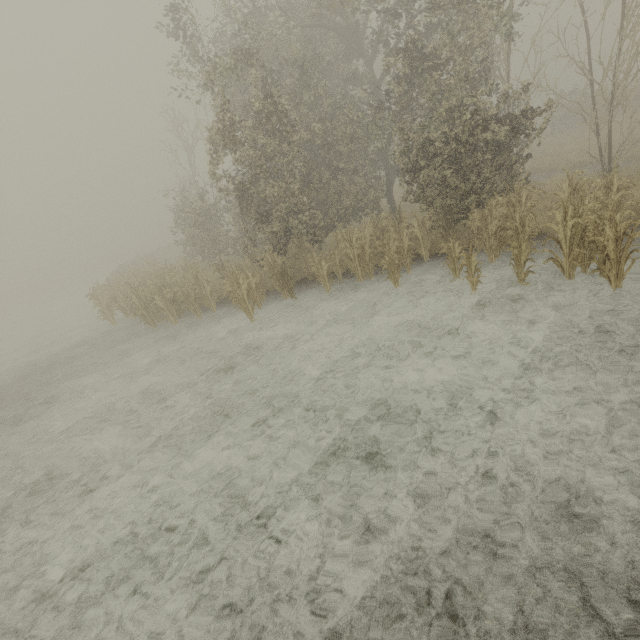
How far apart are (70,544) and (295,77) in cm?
2000
